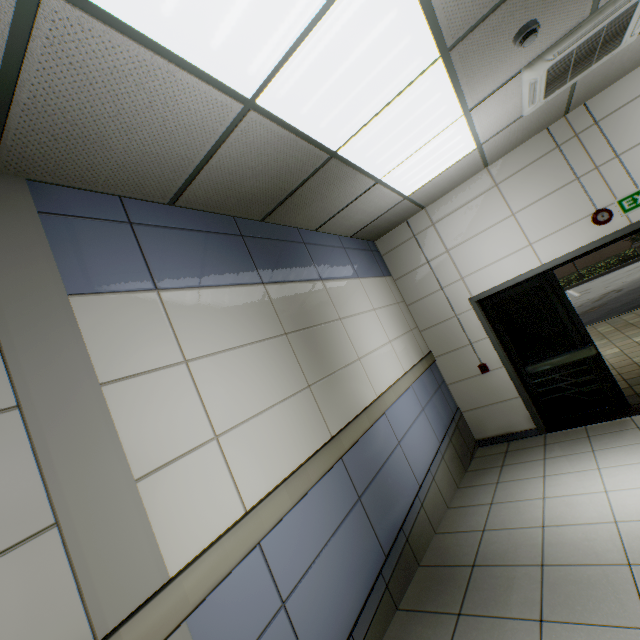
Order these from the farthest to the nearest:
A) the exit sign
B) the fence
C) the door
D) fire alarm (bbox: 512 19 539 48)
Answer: the fence, the door, the exit sign, fire alarm (bbox: 512 19 539 48)

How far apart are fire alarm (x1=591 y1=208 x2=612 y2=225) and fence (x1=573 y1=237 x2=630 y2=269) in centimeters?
3117cm

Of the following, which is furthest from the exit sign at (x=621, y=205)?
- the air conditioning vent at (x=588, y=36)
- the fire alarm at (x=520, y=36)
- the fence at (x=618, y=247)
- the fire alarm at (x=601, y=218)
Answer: the fence at (x=618, y=247)

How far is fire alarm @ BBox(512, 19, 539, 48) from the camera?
2.26m

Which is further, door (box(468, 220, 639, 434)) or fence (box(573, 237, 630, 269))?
fence (box(573, 237, 630, 269))

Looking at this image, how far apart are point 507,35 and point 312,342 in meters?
2.8

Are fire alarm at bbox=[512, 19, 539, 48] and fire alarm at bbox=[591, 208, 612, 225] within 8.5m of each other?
yes

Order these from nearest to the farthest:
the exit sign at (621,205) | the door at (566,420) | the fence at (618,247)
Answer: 1. the exit sign at (621,205)
2. the door at (566,420)
3. the fence at (618,247)
